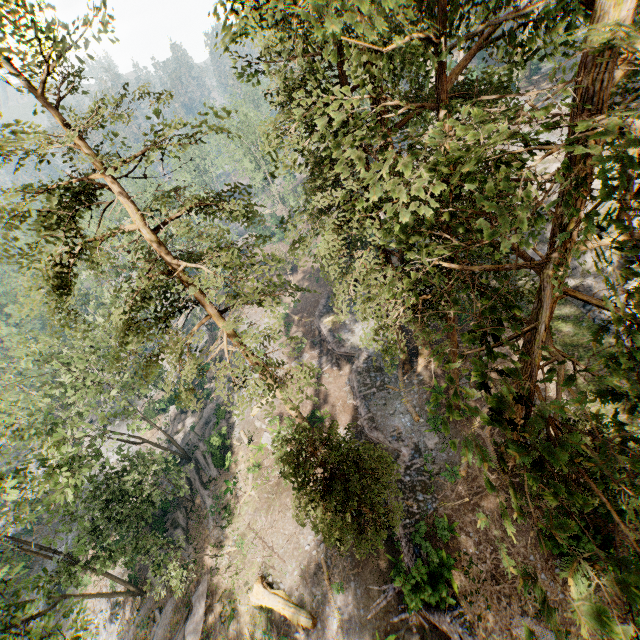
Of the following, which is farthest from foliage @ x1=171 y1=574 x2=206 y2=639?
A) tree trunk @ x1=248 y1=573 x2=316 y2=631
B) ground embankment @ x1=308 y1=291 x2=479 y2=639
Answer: tree trunk @ x1=248 y1=573 x2=316 y2=631

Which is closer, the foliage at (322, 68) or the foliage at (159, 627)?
the foliage at (322, 68)

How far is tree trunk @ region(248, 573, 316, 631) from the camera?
19.8 meters

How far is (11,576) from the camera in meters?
16.0 m

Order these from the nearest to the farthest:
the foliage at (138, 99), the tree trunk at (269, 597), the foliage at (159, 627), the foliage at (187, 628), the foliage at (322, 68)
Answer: the foliage at (322, 68) → the foliage at (138, 99) → the tree trunk at (269, 597) → the foliage at (187, 628) → the foliage at (159, 627)

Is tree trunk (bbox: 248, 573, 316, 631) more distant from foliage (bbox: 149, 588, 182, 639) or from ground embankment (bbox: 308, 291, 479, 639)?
foliage (bbox: 149, 588, 182, 639)

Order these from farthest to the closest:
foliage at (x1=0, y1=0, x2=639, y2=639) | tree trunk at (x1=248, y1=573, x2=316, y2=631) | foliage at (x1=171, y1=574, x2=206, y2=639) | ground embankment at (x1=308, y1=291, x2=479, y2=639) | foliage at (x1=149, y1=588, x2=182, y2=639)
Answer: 1. foliage at (x1=149, y1=588, x2=182, y2=639)
2. foliage at (x1=171, y1=574, x2=206, y2=639)
3. tree trunk at (x1=248, y1=573, x2=316, y2=631)
4. ground embankment at (x1=308, y1=291, x2=479, y2=639)
5. foliage at (x1=0, y1=0, x2=639, y2=639)
